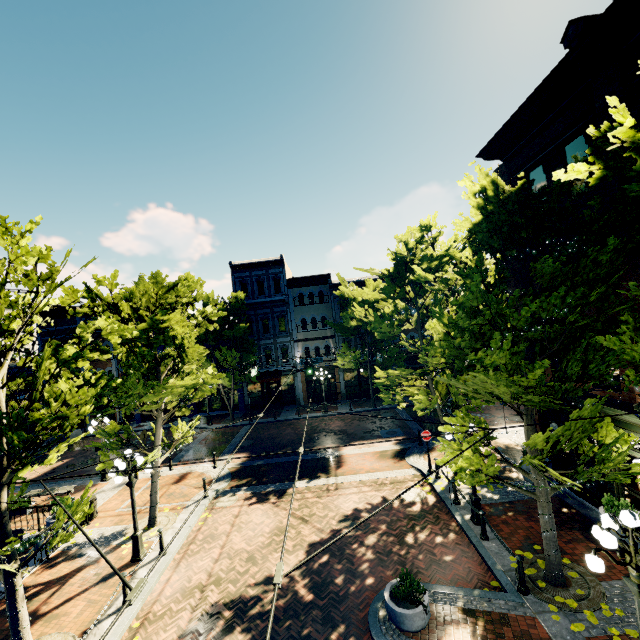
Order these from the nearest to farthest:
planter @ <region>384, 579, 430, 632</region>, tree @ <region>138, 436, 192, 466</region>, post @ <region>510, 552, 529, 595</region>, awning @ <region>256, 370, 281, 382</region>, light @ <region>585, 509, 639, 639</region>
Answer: light @ <region>585, 509, 639, 639</region>
planter @ <region>384, 579, 430, 632</region>
post @ <region>510, 552, 529, 595</region>
tree @ <region>138, 436, 192, 466</region>
awning @ <region>256, 370, 281, 382</region>

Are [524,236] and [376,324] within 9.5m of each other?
yes

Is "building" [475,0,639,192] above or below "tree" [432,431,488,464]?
above

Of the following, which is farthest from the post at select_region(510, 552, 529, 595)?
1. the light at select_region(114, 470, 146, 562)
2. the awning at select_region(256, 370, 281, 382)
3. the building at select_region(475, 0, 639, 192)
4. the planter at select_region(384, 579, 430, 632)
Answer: the awning at select_region(256, 370, 281, 382)

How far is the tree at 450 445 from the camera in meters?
8.7

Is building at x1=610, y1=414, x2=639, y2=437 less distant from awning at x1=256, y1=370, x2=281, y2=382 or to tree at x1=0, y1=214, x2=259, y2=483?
tree at x1=0, y1=214, x2=259, y2=483

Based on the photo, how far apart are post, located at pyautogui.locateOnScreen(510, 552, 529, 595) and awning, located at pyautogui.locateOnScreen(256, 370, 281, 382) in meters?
22.7 m

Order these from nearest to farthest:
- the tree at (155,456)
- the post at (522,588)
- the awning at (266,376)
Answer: the post at (522,588), the tree at (155,456), the awning at (266,376)
